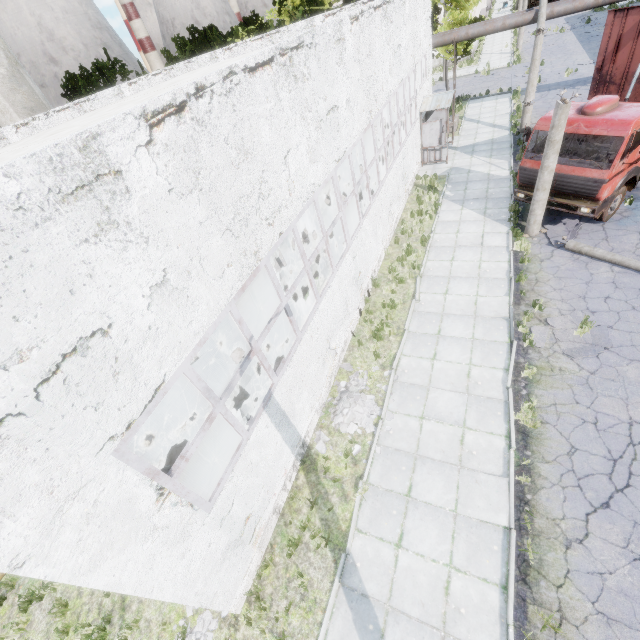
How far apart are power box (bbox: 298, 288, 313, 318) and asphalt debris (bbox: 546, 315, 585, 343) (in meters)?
5.57

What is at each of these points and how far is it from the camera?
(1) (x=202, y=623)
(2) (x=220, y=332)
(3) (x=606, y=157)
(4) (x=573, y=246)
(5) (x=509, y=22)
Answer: (1) concrete debris, 6.60m
(2) boiler tank, 12.51m
(3) truck, 10.45m
(4) lamp post, 11.27m
(5) pipe, 17.67m

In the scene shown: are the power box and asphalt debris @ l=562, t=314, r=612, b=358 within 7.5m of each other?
yes

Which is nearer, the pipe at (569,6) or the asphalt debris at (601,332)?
the asphalt debris at (601,332)

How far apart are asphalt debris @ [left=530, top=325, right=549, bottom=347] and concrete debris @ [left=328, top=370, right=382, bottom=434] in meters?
4.1 m

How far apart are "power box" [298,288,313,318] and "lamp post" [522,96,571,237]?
7.99m

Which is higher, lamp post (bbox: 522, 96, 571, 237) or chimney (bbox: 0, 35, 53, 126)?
chimney (bbox: 0, 35, 53, 126)

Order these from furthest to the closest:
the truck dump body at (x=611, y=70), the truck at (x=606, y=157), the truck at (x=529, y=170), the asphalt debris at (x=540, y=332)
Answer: the truck at (x=529, y=170) < the truck dump body at (x=611, y=70) < the truck at (x=606, y=157) < the asphalt debris at (x=540, y=332)
